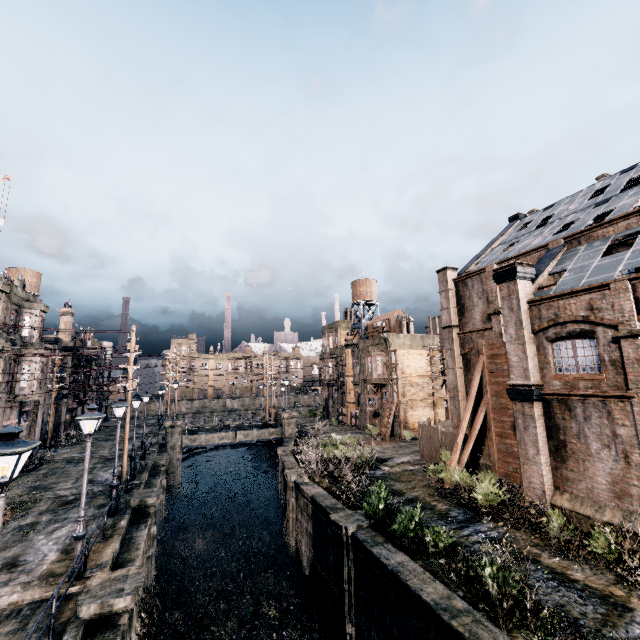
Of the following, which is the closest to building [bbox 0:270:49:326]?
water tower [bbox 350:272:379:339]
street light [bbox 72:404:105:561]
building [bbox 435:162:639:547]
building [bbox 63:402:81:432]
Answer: building [bbox 63:402:81:432]

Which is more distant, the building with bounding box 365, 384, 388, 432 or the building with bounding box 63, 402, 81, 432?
the building with bounding box 63, 402, 81, 432

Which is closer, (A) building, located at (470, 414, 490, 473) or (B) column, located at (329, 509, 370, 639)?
(B) column, located at (329, 509, 370, 639)

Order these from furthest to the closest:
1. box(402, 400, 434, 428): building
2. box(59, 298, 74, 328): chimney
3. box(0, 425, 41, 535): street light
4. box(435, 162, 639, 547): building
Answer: box(59, 298, 74, 328): chimney
box(402, 400, 434, 428): building
box(435, 162, 639, 547): building
box(0, 425, 41, 535): street light

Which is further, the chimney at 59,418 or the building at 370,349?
the building at 370,349

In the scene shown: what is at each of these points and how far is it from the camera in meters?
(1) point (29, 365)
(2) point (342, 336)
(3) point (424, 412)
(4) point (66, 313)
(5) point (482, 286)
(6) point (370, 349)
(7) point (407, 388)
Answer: (1) building, 25.4 m
(2) building, 53.7 m
(3) building, 39.2 m
(4) chimney, 41.3 m
(5) building, 24.5 m
(6) building, 41.0 m
(7) building, 38.8 m

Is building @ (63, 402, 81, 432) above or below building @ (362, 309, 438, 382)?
below

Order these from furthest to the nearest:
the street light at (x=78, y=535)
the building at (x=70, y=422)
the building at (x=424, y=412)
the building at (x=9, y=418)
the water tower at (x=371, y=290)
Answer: the water tower at (x=371, y=290), the building at (x=70, y=422), the building at (x=424, y=412), the building at (x=9, y=418), the street light at (x=78, y=535)
